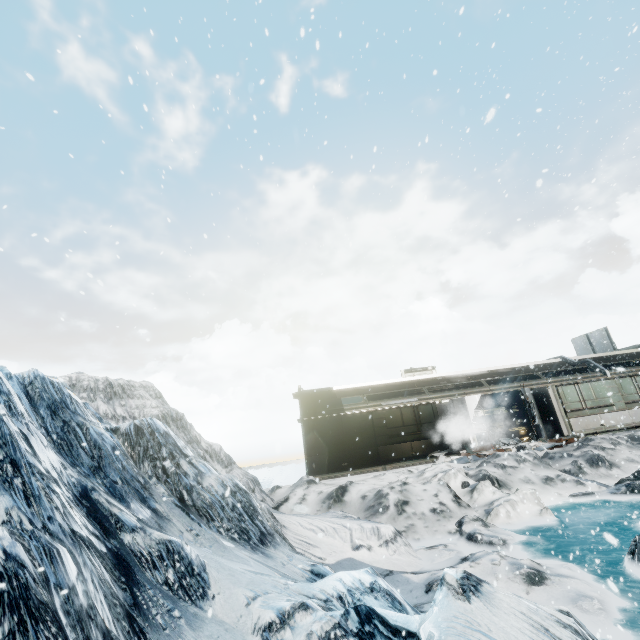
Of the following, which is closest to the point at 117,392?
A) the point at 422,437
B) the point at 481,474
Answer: the point at 481,474

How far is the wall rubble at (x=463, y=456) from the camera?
15.0m

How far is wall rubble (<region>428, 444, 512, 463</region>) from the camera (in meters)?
14.97
